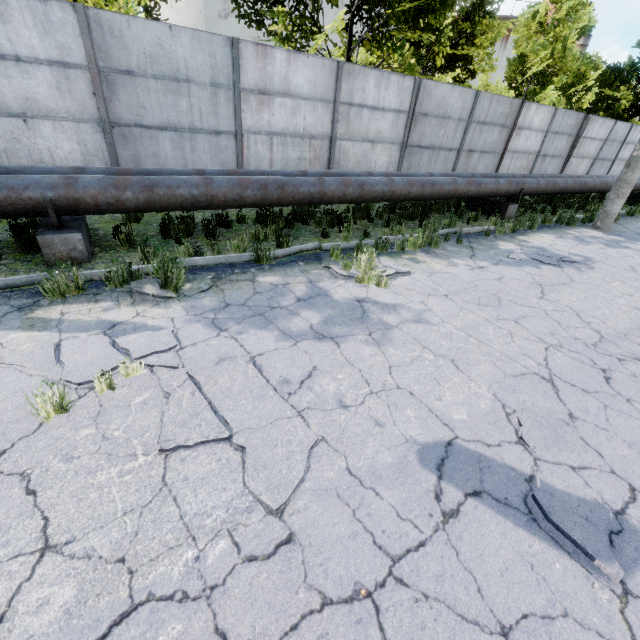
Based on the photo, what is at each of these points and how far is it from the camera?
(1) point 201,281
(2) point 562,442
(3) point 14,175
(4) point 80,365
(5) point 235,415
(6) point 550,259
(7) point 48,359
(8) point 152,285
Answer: (1) asphalt debris, 5.0 meters
(2) asphalt debris, 3.0 meters
(3) pipe, 4.6 meters
(4) asphalt debris, 3.2 meters
(5) asphalt debris, 2.9 meters
(6) asphalt debris, 7.6 meters
(7) asphalt debris, 3.3 meters
(8) asphalt debris, 4.7 meters

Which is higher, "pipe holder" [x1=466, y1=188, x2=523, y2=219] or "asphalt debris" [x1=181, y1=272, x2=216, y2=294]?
"pipe holder" [x1=466, y1=188, x2=523, y2=219]

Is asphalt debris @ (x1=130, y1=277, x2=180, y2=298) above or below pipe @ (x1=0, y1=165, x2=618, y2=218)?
below

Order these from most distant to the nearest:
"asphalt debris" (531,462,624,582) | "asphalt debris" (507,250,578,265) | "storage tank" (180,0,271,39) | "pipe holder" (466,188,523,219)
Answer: "storage tank" (180,0,271,39), "pipe holder" (466,188,523,219), "asphalt debris" (507,250,578,265), "asphalt debris" (531,462,624,582)

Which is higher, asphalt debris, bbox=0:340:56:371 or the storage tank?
the storage tank

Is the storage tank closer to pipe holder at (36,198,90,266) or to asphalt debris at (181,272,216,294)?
pipe holder at (36,198,90,266)

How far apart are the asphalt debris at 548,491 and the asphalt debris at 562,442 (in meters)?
0.10

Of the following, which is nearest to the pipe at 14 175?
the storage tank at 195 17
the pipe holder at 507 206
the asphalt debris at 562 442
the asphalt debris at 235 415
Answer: the pipe holder at 507 206
